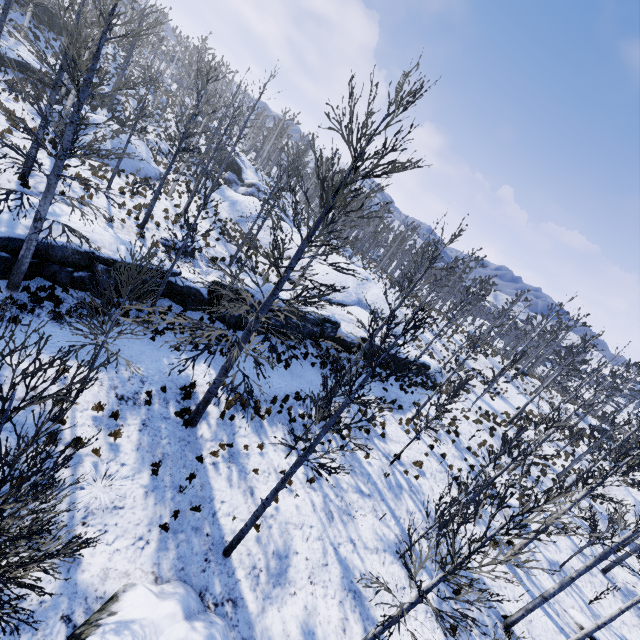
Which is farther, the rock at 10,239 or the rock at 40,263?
the rock at 40,263

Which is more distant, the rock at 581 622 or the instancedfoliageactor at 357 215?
the rock at 581 622

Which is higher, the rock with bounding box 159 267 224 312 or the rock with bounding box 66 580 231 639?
the rock with bounding box 159 267 224 312

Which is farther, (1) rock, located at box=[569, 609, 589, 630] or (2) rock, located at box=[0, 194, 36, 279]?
(1) rock, located at box=[569, 609, 589, 630]

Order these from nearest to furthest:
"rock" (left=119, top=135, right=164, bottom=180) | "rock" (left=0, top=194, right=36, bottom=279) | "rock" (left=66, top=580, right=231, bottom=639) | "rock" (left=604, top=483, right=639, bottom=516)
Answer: "rock" (left=66, top=580, right=231, bottom=639)
"rock" (left=0, top=194, right=36, bottom=279)
"rock" (left=604, top=483, right=639, bottom=516)
"rock" (left=119, top=135, right=164, bottom=180)

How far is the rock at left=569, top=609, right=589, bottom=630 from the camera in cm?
1317

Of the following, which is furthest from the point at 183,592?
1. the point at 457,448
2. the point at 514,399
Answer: the point at 514,399

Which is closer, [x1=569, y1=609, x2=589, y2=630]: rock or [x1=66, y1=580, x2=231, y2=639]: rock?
[x1=66, y1=580, x2=231, y2=639]: rock
